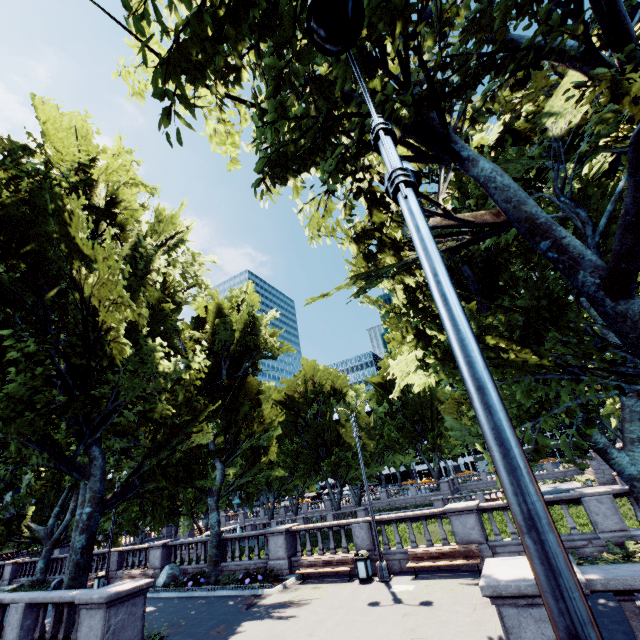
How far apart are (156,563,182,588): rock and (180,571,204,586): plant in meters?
1.5 m

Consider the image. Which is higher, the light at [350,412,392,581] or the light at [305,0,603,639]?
the light at [305,0,603,639]

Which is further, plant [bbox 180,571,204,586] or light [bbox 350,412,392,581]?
plant [bbox 180,571,204,586]

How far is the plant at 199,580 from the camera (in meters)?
17.13

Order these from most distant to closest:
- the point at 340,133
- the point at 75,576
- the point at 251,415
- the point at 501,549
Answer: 1. the point at 251,415
2. the point at 501,549
3. the point at 75,576
4. the point at 340,133

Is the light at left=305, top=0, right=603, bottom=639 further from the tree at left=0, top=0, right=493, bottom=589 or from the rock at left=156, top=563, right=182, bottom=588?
the rock at left=156, top=563, right=182, bottom=588

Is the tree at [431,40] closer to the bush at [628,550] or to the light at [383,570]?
the bush at [628,550]

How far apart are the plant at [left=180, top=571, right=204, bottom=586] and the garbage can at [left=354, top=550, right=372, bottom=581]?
8.94m
